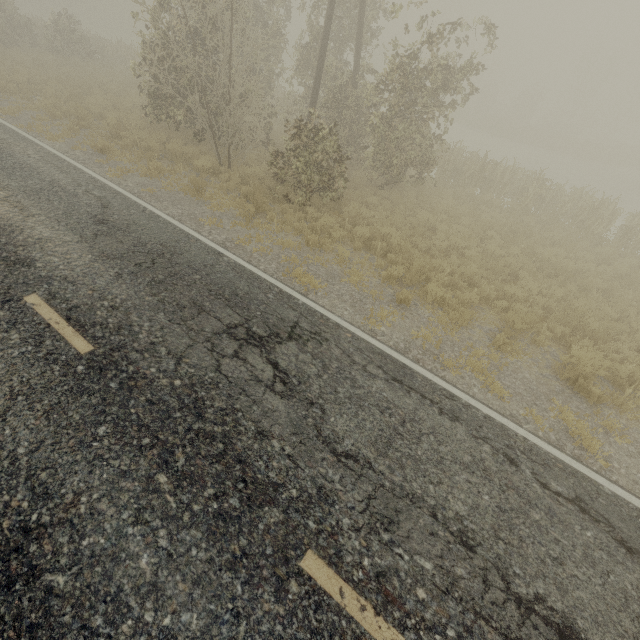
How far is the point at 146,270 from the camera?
6.5m
